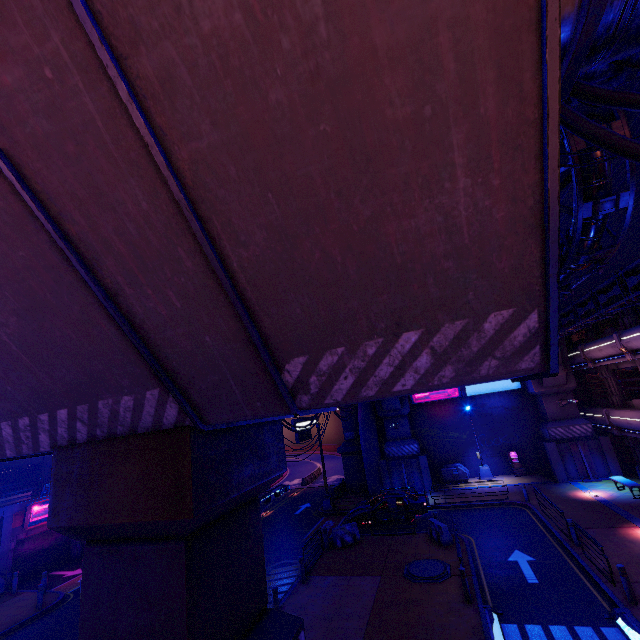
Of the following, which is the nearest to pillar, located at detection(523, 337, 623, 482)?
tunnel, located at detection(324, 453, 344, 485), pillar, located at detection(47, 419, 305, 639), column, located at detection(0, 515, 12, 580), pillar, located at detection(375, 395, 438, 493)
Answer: pillar, located at detection(375, 395, 438, 493)

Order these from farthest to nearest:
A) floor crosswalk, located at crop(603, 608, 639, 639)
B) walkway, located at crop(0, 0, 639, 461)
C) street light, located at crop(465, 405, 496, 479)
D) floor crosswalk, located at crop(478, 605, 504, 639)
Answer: street light, located at crop(465, 405, 496, 479)
floor crosswalk, located at crop(478, 605, 504, 639)
floor crosswalk, located at crop(603, 608, 639, 639)
walkway, located at crop(0, 0, 639, 461)

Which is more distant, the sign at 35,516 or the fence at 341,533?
the sign at 35,516

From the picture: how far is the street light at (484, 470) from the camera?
27.09m

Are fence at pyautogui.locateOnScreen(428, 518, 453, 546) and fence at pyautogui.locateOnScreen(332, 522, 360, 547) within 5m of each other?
yes

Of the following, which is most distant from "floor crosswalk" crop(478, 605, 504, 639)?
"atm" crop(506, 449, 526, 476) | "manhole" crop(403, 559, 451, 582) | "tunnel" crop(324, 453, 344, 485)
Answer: "tunnel" crop(324, 453, 344, 485)

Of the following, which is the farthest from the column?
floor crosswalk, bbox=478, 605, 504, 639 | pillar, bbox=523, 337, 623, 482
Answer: pillar, bbox=523, 337, 623, 482

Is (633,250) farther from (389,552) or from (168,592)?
(168,592)
